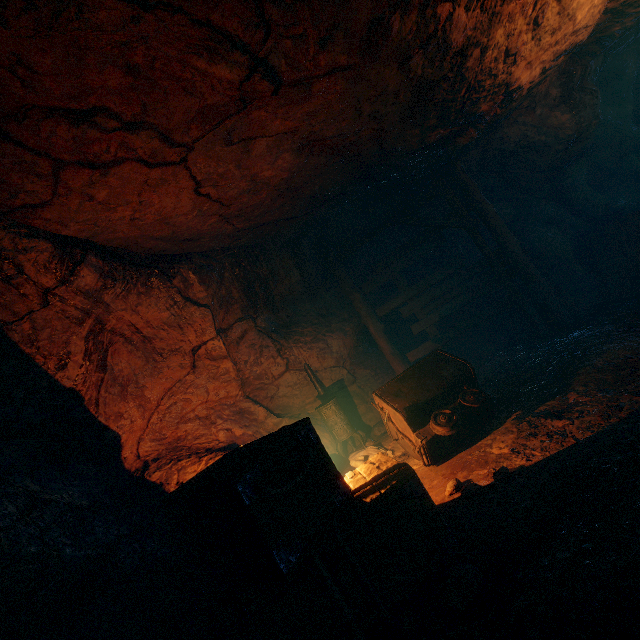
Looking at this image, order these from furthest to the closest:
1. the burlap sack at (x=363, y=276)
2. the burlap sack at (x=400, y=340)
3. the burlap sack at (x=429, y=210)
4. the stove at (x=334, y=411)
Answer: the burlap sack at (x=400, y=340), the burlap sack at (x=363, y=276), the burlap sack at (x=429, y=210), the stove at (x=334, y=411)

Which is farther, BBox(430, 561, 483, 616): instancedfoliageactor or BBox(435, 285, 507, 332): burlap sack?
BBox(435, 285, 507, 332): burlap sack

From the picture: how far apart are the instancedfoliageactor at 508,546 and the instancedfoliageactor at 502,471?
0.7 meters

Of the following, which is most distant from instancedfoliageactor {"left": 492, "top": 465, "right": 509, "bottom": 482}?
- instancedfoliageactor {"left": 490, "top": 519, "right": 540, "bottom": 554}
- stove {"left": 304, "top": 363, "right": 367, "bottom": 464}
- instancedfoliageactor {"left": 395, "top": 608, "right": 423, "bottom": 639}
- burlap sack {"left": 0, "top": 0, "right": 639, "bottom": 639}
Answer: stove {"left": 304, "top": 363, "right": 367, "bottom": 464}

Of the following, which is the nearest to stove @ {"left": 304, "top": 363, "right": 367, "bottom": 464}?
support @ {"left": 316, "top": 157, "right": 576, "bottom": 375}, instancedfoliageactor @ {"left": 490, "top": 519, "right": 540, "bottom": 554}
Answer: support @ {"left": 316, "top": 157, "right": 576, "bottom": 375}

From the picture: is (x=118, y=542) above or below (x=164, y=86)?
below

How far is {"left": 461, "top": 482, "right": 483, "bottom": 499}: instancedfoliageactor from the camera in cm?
352

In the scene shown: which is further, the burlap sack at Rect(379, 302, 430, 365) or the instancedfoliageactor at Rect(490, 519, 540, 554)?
the burlap sack at Rect(379, 302, 430, 365)
